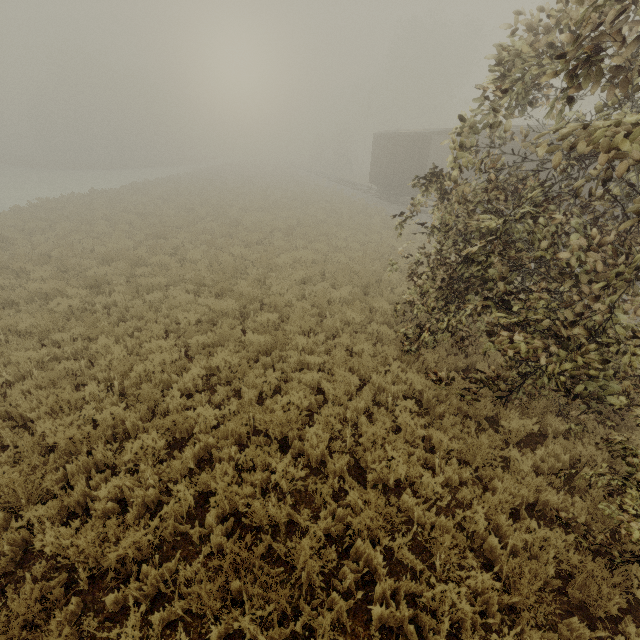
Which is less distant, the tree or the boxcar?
the boxcar

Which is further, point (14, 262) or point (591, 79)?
point (14, 262)

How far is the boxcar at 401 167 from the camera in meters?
19.8 m

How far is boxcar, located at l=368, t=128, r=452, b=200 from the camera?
19.8m

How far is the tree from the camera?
46.9m

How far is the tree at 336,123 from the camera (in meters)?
46.94
